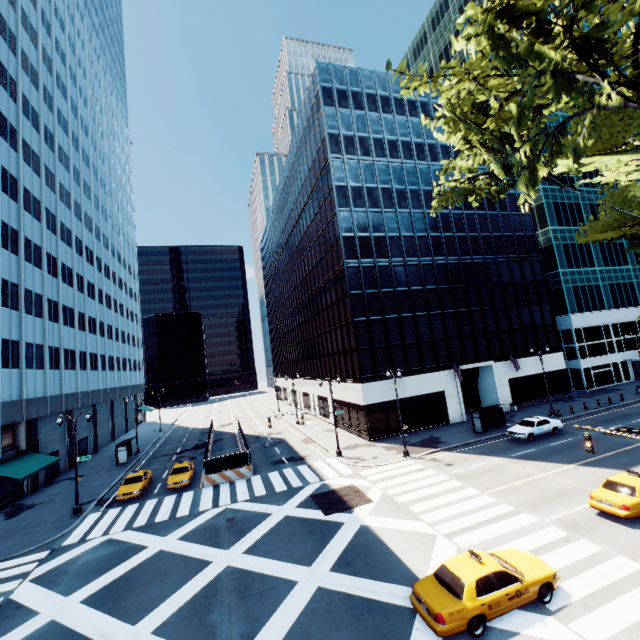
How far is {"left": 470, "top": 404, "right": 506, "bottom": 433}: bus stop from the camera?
30.88m

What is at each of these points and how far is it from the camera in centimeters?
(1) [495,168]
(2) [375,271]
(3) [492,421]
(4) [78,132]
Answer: (1) tree, 816cm
(2) building, 3700cm
(3) bus stop, 3244cm
(4) building, 5000cm

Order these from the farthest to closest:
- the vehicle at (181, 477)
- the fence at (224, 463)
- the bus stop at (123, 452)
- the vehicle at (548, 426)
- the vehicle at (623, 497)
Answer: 1. the bus stop at (123, 452)
2. the vehicle at (548, 426)
3. the fence at (224, 463)
4. the vehicle at (181, 477)
5. the vehicle at (623, 497)

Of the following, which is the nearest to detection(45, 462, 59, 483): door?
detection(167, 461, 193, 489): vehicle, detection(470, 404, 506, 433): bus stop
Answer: detection(167, 461, 193, 489): vehicle

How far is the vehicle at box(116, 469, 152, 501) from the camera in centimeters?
2544cm

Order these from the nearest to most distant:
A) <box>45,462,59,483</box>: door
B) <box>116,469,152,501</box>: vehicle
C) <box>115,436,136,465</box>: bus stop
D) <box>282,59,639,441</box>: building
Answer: <box>116,469,152,501</box>: vehicle
<box>45,462,59,483</box>: door
<box>282,59,639,441</box>: building
<box>115,436,136,465</box>: bus stop

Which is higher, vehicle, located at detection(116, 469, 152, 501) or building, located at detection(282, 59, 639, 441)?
building, located at detection(282, 59, 639, 441)

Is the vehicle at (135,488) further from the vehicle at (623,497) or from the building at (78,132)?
the vehicle at (623,497)
